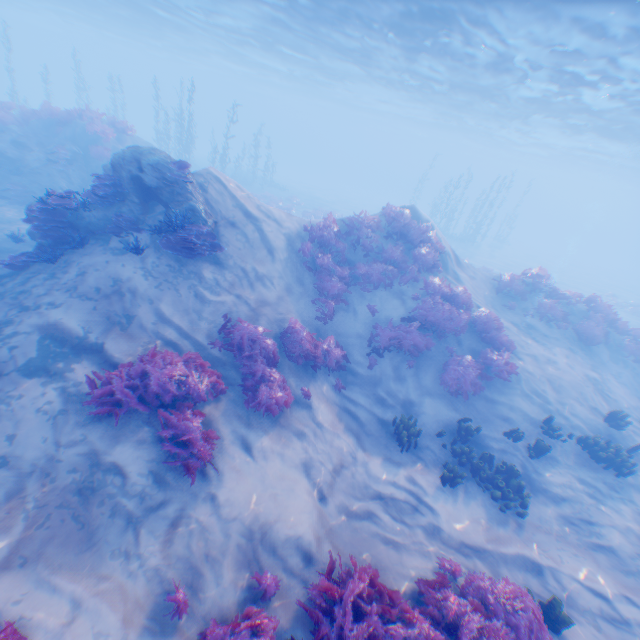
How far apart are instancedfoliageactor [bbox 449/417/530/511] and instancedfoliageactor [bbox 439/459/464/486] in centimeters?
53cm

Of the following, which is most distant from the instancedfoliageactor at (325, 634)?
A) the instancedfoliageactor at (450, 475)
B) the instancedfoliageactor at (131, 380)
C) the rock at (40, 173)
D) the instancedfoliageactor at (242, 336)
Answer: the rock at (40, 173)

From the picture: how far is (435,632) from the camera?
4.8m

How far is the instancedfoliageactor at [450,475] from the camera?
8.7 meters

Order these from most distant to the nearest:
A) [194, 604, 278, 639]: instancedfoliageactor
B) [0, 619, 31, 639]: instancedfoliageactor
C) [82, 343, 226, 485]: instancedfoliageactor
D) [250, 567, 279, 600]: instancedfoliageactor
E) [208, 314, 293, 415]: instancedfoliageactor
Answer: [208, 314, 293, 415]: instancedfoliageactor < [82, 343, 226, 485]: instancedfoliageactor < [250, 567, 279, 600]: instancedfoliageactor < [194, 604, 278, 639]: instancedfoliageactor < [0, 619, 31, 639]: instancedfoliageactor

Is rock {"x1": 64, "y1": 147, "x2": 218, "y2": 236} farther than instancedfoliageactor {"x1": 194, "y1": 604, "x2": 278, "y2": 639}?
Yes

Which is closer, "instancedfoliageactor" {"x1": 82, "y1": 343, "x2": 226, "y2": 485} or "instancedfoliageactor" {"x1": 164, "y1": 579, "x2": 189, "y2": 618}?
"instancedfoliageactor" {"x1": 164, "y1": 579, "x2": 189, "y2": 618}
